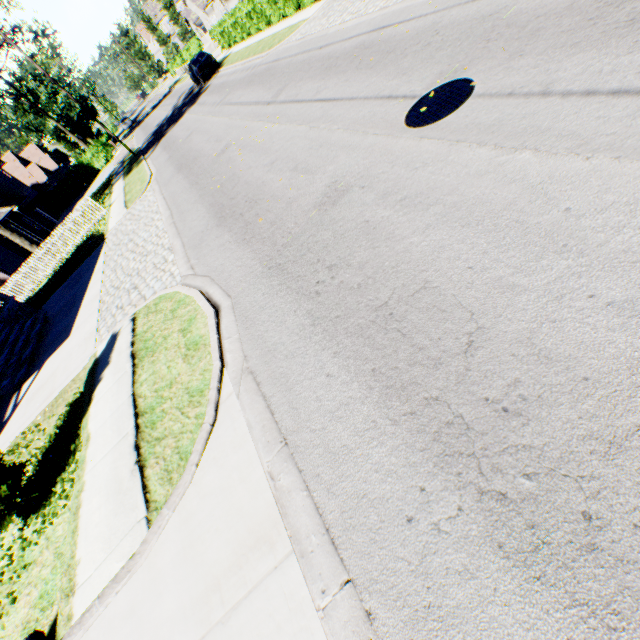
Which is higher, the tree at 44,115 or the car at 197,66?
the tree at 44,115

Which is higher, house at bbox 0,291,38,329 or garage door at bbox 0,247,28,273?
garage door at bbox 0,247,28,273

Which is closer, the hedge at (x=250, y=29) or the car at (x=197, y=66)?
the hedge at (x=250, y=29)

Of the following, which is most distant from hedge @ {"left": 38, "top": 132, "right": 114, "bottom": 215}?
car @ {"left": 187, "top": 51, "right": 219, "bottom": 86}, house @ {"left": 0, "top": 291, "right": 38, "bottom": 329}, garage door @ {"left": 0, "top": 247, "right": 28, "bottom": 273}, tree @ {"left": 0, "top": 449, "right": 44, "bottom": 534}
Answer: tree @ {"left": 0, "top": 449, "right": 44, "bottom": 534}

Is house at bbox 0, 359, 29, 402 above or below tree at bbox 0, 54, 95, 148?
below

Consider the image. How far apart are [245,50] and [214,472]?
27.94m

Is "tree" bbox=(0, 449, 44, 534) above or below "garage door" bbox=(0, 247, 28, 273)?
below

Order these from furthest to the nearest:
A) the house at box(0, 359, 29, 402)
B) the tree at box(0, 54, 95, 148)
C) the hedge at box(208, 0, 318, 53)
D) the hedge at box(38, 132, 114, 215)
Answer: the hedge at box(38, 132, 114, 215) → the tree at box(0, 54, 95, 148) → the hedge at box(208, 0, 318, 53) → the house at box(0, 359, 29, 402)
